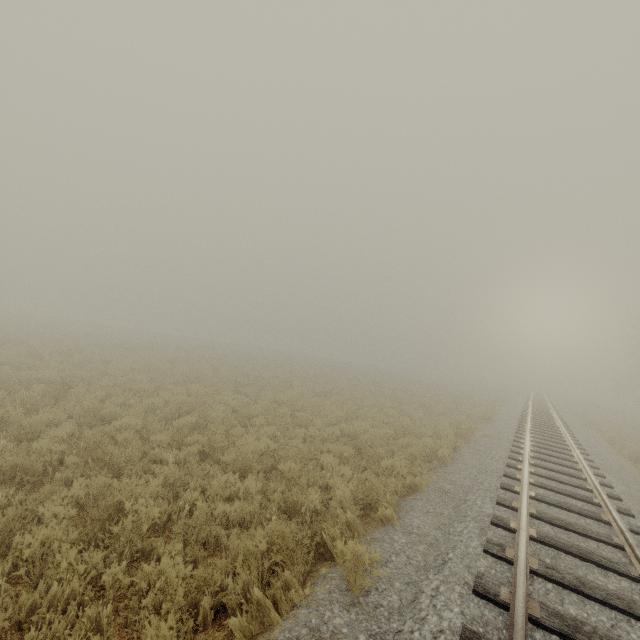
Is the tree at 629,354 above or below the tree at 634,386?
above

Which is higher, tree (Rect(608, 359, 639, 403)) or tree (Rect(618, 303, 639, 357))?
tree (Rect(618, 303, 639, 357))

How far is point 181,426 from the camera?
9.2 meters
